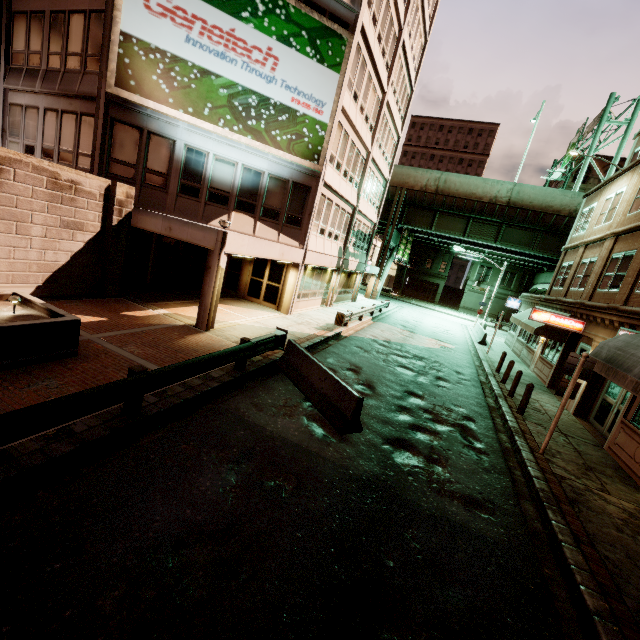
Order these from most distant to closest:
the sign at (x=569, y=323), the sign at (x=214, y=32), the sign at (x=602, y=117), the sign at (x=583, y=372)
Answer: the sign at (x=602, y=117) < the sign at (x=569, y=323) < the sign at (x=214, y=32) < the sign at (x=583, y=372)

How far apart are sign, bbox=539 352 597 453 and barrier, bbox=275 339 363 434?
5.33m

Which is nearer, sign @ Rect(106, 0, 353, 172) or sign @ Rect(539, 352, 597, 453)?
sign @ Rect(539, 352, 597, 453)

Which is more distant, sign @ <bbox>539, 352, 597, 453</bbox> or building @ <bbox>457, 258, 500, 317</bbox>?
building @ <bbox>457, 258, 500, 317</bbox>

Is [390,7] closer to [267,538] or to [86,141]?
[86,141]

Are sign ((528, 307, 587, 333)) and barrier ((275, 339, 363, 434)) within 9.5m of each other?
no

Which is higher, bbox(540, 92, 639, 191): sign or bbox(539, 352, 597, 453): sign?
bbox(540, 92, 639, 191): sign

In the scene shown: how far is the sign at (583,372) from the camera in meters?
8.6
